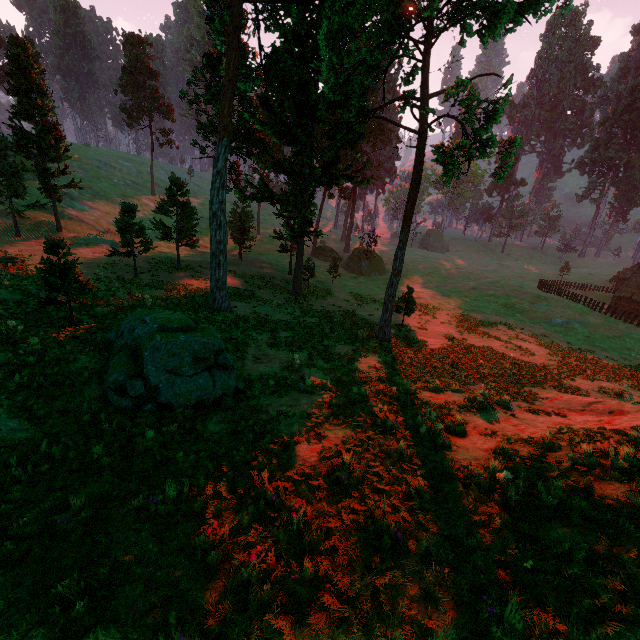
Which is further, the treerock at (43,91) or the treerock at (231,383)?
the treerock at (43,91)

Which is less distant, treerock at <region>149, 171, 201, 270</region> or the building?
treerock at <region>149, 171, 201, 270</region>

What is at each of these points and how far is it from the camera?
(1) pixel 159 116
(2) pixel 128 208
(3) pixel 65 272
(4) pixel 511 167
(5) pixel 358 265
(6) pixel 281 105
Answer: (1) treerock, 54.09m
(2) treerock, 26.02m
(3) treerock, 11.98m
(4) treerock, 14.49m
(5) treerock, 51.97m
(6) treerock, 24.55m

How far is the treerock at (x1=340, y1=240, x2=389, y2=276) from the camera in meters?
50.9

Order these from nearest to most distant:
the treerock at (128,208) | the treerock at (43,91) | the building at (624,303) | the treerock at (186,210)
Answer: the treerock at (128,208)
the treerock at (43,91)
the treerock at (186,210)
the building at (624,303)

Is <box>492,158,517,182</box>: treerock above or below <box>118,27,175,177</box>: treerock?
below

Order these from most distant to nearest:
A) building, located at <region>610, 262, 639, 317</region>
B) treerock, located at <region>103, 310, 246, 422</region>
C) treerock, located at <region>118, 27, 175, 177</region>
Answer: treerock, located at <region>118, 27, 175, 177</region>, building, located at <region>610, 262, 639, 317</region>, treerock, located at <region>103, 310, 246, 422</region>
